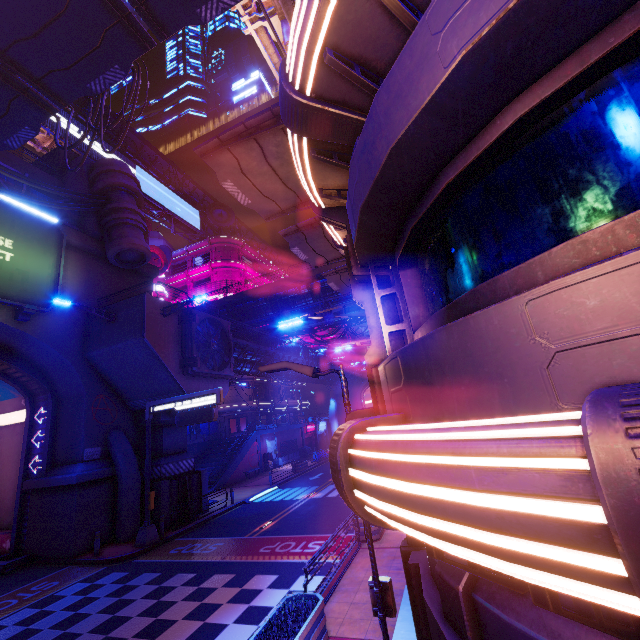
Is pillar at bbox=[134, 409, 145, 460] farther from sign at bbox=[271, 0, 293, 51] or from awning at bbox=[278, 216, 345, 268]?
sign at bbox=[271, 0, 293, 51]

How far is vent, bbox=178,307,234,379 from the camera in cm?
1998

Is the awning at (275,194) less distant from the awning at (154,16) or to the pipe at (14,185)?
the awning at (154,16)

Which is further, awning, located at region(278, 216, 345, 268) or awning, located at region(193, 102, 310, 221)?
awning, located at region(278, 216, 345, 268)

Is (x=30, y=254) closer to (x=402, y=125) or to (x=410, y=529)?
(x=402, y=125)

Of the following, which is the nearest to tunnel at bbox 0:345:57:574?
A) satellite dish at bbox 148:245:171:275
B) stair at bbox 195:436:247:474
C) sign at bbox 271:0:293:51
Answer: stair at bbox 195:436:247:474

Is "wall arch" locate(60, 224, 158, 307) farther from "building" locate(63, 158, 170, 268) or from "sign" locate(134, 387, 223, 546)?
"sign" locate(134, 387, 223, 546)

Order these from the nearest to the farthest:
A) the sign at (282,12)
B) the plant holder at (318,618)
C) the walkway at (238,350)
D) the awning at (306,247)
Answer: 1. the plant holder at (318,618)
2. the sign at (282,12)
3. the awning at (306,247)
4. the walkway at (238,350)
